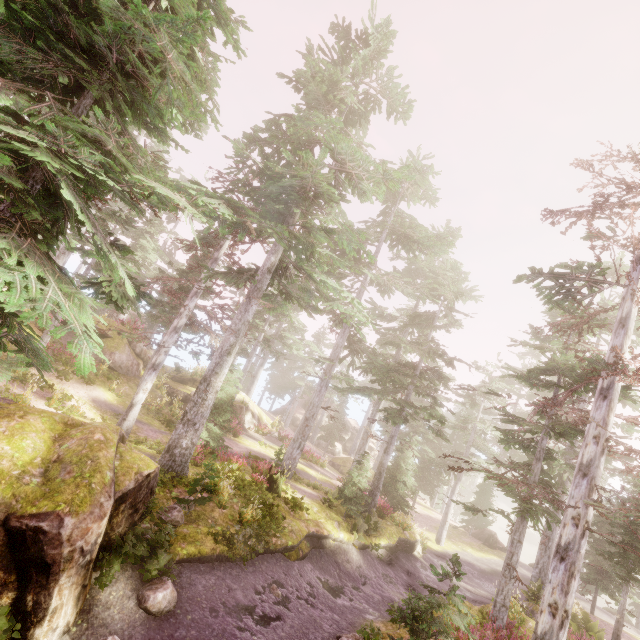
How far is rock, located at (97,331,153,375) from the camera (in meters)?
21.41

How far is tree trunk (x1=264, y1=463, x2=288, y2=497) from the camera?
15.3m

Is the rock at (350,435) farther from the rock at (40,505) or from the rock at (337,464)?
the rock at (40,505)

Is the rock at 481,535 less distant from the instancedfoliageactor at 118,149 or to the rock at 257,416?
the instancedfoliageactor at 118,149

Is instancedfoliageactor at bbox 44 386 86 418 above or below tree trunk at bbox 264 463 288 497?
below

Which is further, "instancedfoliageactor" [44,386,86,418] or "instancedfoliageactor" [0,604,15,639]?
"instancedfoliageactor" [44,386,86,418]

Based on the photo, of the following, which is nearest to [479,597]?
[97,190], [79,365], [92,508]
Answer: [92,508]

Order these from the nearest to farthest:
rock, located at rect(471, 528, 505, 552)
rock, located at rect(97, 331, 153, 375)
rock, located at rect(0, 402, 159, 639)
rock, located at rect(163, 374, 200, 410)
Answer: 1. rock, located at rect(0, 402, 159, 639)
2. rock, located at rect(97, 331, 153, 375)
3. rock, located at rect(163, 374, 200, 410)
4. rock, located at rect(471, 528, 505, 552)
